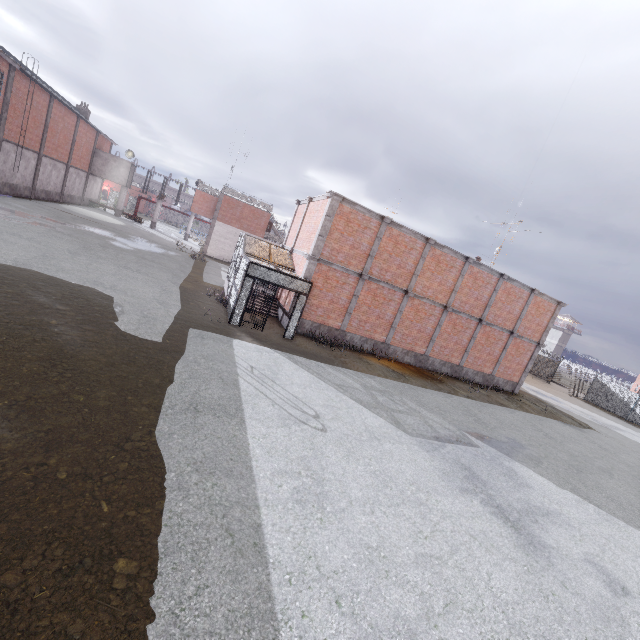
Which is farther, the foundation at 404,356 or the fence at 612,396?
the fence at 612,396

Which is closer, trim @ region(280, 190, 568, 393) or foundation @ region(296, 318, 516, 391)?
trim @ region(280, 190, 568, 393)

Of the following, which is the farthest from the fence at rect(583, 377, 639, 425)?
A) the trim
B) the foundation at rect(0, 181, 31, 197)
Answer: the foundation at rect(0, 181, 31, 197)

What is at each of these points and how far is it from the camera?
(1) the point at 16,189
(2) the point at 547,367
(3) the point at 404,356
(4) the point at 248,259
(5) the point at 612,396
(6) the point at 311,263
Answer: (1) foundation, 26.5m
(2) fence, 39.8m
(3) foundation, 19.3m
(4) cage, 13.9m
(5) fence, 33.3m
(6) trim, 15.8m

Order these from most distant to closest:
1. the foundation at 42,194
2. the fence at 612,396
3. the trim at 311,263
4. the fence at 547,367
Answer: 1. the fence at 547,367
2. the fence at 612,396
3. the foundation at 42,194
4. the trim at 311,263

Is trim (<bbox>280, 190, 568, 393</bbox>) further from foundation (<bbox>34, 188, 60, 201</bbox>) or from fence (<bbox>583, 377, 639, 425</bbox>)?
foundation (<bbox>34, 188, 60, 201</bbox>)

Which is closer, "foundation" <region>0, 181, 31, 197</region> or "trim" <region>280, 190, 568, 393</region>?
"trim" <region>280, 190, 568, 393</region>

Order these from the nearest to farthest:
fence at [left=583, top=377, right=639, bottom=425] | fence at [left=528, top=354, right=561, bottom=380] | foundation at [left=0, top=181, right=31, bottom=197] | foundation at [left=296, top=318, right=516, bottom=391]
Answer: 1. foundation at [left=296, top=318, right=516, bottom=391]
2. foundation at [left=0, top=181, right=31, bottom=197]
3. fence at [left=583, top=377, right=639, bottom=425]
4. fence at [left=528, top=354, right=561, bottom=380]
